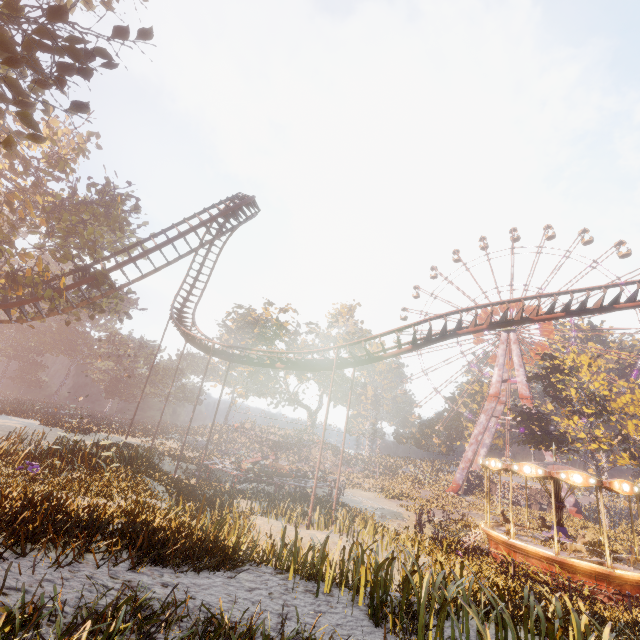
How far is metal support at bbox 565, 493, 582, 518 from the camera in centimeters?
3962cm

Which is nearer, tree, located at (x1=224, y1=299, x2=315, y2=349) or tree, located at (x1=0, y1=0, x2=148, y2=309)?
tree, located at (x1=0, y1=0, x2=148, y2=309)

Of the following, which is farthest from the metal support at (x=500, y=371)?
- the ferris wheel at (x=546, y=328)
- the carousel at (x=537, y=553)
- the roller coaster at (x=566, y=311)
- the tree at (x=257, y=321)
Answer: the tree at (x=257, y=321)

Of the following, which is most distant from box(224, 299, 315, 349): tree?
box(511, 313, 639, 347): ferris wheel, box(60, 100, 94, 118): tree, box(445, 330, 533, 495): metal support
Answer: box(511, 313, 639, 347): ferris wheel

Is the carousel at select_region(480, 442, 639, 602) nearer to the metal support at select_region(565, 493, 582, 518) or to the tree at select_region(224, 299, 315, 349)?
the metal support at select_region(565, 493, 582, 518)

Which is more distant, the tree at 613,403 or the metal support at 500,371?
the metal support at 500,371

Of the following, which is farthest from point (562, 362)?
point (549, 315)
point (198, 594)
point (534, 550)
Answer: point (198, 594)

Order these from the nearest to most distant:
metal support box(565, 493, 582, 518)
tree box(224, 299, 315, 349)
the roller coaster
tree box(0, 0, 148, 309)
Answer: tree box(0, 0, 148, 309), the roller coaster, metal support box(565, 493, 582, 518), tree box(224, 299, 315, 349)
